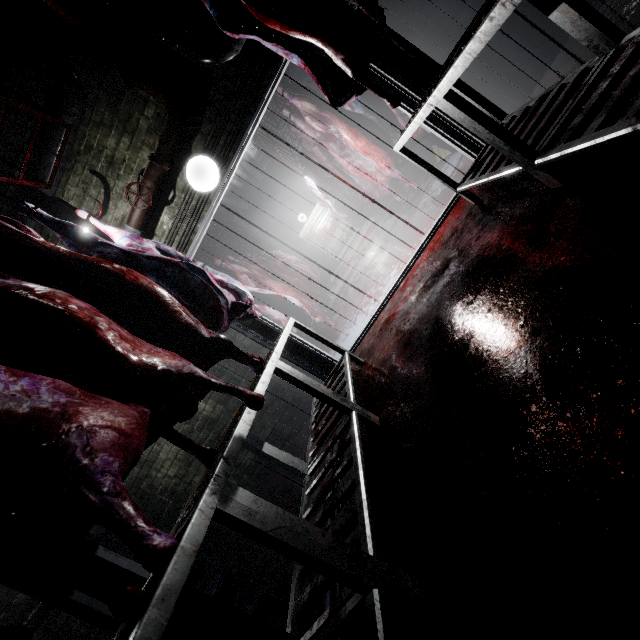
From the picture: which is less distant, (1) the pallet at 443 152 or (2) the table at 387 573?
(2) the table at 387 573

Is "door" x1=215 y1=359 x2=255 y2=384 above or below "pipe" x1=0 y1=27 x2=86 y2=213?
below

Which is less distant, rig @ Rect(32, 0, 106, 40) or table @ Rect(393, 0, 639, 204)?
table @ Rect(393, 0, 639, 204)

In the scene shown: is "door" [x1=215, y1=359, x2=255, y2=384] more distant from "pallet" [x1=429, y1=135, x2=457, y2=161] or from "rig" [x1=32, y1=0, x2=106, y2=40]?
"pallet" [x1=429, y1=135, x2=457, y2=161]

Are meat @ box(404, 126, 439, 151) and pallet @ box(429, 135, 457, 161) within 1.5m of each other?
yes

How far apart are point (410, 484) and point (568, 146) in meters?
1.6 m

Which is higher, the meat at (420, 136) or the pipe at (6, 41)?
the pipe at (6, 41)

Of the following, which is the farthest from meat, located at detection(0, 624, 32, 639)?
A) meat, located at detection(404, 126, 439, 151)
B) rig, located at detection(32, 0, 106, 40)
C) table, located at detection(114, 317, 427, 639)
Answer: meat, located at detection(404, 126, 439, 151)
